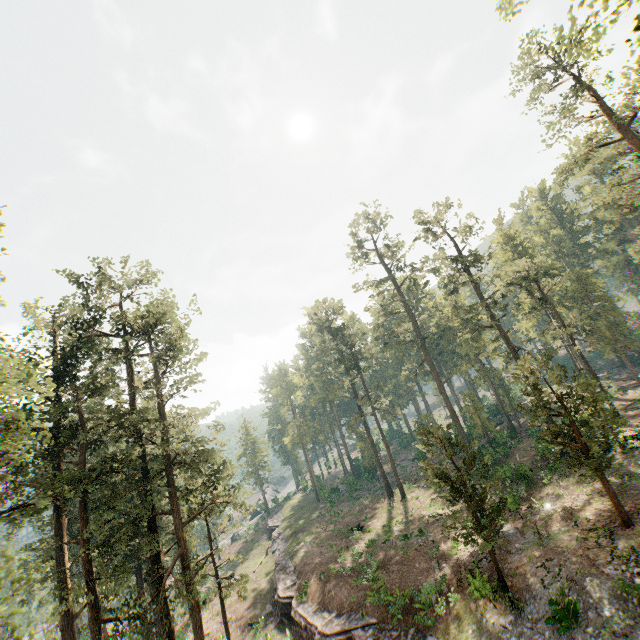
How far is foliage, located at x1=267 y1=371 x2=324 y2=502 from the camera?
55.62m

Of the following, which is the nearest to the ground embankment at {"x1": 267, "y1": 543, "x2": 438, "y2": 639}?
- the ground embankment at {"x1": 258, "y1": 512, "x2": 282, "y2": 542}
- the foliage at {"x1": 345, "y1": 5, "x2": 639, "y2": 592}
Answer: the foliage at {"x1": 345, "y1": 5, "x2": 639, "y2": 592}

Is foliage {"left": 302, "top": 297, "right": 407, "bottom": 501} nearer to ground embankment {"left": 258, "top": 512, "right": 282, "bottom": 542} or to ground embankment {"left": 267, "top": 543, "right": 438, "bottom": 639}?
ground embankment {"left": 267, "top": 543, "right": 438, "bottom": 639}

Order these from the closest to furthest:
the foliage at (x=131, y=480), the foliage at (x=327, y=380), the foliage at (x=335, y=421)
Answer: the foliage at (x=131, y=480) → the foliage at (x=327, y=380) → the foliage at (x=335, y=421)

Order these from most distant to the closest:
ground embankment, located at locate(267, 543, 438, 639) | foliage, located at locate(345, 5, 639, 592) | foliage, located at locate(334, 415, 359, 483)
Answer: foliage, located at locate(334, 415, 359, 483) < ground embankment, located at locate(267, 543, 438, 639) < foliage, located at locate(345, 5, 639, 592)

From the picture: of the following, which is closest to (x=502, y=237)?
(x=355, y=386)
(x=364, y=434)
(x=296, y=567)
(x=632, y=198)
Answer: (x=632, y=198)

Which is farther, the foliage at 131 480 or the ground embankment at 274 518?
the ground embankment at 274 518
